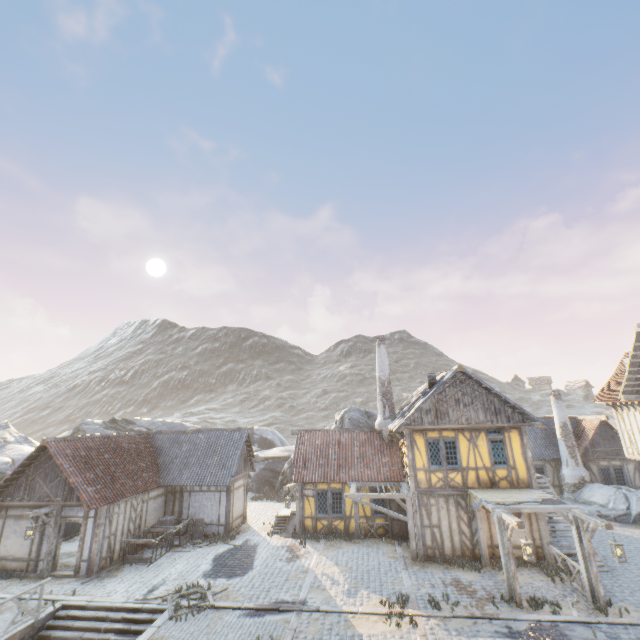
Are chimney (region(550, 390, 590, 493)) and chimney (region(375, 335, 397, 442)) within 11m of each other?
no

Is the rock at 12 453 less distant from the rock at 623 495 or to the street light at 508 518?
the rock at 623 495

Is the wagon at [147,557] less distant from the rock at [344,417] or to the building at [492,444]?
the rock at [344,417]

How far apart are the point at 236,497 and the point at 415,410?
13.0m

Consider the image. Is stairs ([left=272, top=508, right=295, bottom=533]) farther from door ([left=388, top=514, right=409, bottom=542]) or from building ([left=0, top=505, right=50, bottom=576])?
door ([left=388, top=514, right=409, bottom=542])

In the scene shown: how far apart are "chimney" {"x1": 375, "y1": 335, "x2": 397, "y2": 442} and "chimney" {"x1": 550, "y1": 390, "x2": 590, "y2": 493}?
13.85m

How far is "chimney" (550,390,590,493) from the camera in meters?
23.2

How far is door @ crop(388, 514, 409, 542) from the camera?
17.41m
